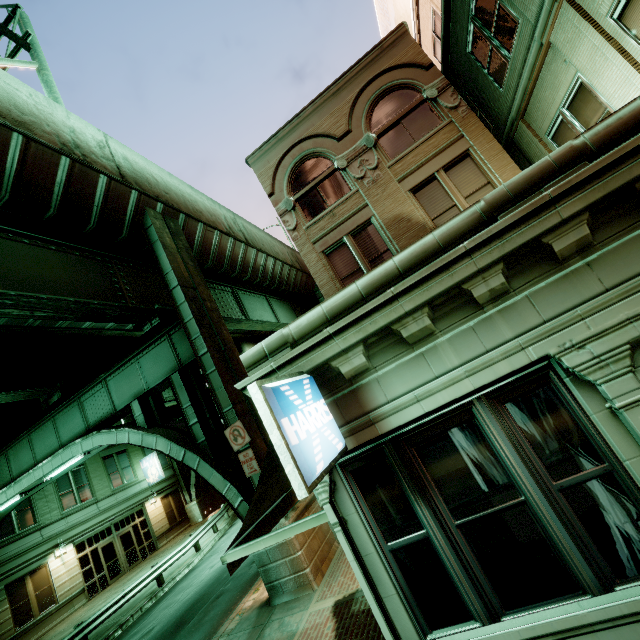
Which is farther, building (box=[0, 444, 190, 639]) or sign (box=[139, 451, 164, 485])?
sign (box=[139, 451, 164, 485])

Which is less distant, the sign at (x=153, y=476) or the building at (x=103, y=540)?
the building at (x=103, y=540)

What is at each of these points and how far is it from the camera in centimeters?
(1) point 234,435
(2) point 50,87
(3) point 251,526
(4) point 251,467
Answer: (1) sign, 914cm
(2) sign, 1264cm
(3) awning, 465cm
(4) sign, 889cm

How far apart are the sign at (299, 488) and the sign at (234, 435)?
6.0m

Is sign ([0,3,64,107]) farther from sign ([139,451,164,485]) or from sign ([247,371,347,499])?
sign ([139,451,164,485])

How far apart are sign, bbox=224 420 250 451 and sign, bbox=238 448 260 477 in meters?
0.1 m

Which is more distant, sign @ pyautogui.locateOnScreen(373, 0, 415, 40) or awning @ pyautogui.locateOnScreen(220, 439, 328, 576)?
sign @ pyautogui.locateOnScreen(373, 0, 415, 40)

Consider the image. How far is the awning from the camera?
3.8m
